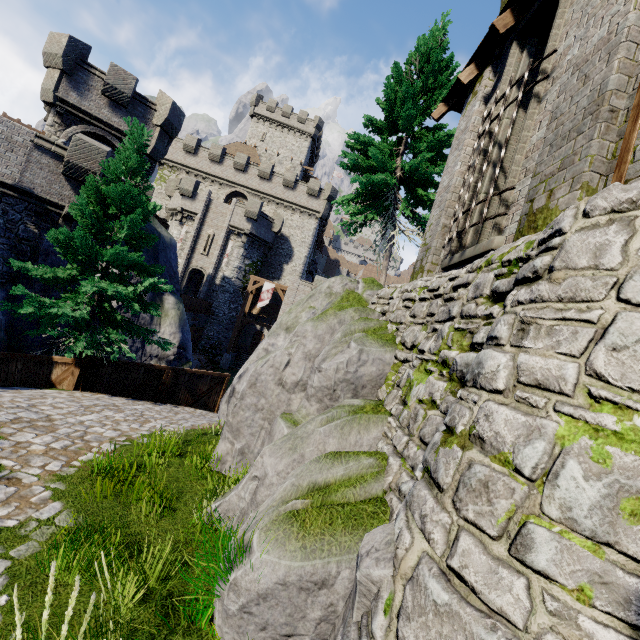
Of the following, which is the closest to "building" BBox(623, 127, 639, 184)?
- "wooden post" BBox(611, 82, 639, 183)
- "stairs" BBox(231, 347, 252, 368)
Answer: "wooden post" BBox(611, 82, 639, 183)

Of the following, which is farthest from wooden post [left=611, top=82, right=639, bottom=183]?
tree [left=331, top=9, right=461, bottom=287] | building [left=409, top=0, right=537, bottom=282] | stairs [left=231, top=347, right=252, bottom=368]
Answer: stairs [left=231, top=347, right=252, bottom=368]

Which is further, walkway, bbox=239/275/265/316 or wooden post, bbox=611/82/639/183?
walkway, bbox=239/275/265/316

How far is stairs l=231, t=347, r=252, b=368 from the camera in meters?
34.8 m

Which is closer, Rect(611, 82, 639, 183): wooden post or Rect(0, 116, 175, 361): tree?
Rect(611, 82, 639, 183): wooden post

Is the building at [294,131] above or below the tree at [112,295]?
above

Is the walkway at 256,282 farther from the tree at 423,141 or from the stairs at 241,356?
the tree at 423,141

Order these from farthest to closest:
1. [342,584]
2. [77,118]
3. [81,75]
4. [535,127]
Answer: [77,118] < [81,75] < [535,127] < [342,584]
